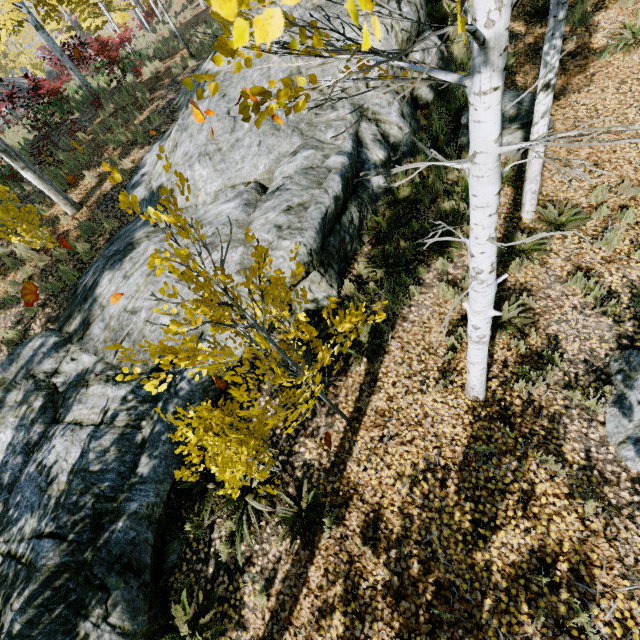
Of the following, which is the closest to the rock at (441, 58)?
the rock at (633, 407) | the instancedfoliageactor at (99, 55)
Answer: the instancedfoliageactor at (99, 55)

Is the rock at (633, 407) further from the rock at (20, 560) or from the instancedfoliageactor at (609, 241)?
the rock at (20, 560)

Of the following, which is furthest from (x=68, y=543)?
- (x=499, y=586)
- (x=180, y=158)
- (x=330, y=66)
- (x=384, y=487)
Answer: (x=330, y=66)

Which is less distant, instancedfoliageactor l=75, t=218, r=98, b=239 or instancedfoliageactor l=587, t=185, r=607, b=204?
instancedfoliageactor l=587, t=185, r=607, b=204

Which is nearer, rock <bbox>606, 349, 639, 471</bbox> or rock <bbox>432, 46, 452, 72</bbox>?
rock <bbox>606, 349, 639, 471</bbox>

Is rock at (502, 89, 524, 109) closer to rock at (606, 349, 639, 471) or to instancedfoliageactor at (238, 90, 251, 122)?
instancedfoliageactor at (238, 90, 251, 122)

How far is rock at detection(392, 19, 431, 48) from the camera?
6.8 meters
